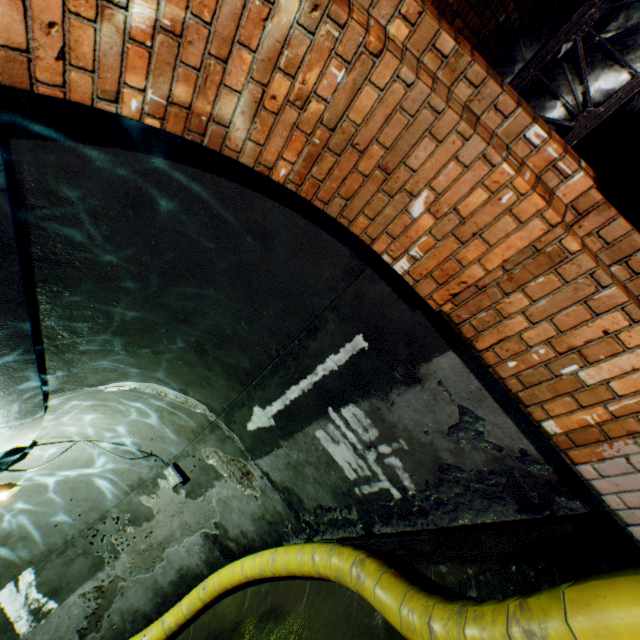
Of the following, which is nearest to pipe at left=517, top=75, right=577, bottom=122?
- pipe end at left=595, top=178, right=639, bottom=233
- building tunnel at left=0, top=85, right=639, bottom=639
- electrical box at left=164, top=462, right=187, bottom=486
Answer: building tunnel at left=0, top=85, right=639, bottom=639

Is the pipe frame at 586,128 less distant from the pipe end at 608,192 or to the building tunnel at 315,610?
the building tunnel at 315,610

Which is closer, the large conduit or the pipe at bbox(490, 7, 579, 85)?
the large conduit

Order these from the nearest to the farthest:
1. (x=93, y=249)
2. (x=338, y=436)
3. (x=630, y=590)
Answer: (x=630, y=590) < (x=93, y=249) < (x=338, y=436)

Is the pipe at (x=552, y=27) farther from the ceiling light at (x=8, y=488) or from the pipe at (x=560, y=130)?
the ceiling light at (x=8, y=488)

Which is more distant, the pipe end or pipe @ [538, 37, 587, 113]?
the pipe end

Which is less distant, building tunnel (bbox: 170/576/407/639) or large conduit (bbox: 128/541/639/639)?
large conduit (bbox: 128/541/639/639)

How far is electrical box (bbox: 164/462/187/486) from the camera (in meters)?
6.52
